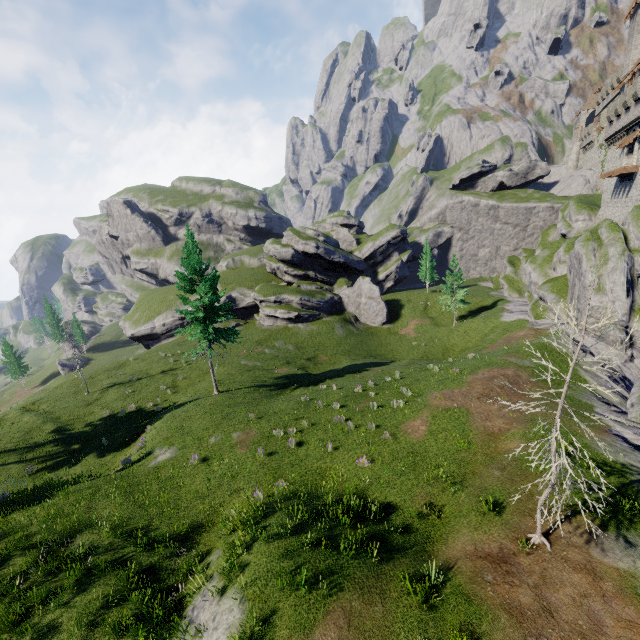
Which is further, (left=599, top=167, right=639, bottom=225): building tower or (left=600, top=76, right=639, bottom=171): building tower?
(left=599, top=167, right=639, bottom=225): building tower

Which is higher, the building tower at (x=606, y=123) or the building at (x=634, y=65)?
the building at (x=634, y=65)

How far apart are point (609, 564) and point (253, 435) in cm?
1804

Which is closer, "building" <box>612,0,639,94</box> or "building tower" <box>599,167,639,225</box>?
"building tower" <box>599,167,639,225</box>

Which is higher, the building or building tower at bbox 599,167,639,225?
the building

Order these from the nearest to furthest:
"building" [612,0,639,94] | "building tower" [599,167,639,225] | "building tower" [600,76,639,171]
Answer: "building tower" [600,76,639,171] < "building tower" [599,167,639,225] < "building" [612,0,639,94]

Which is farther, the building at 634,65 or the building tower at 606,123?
the building at 634,65
